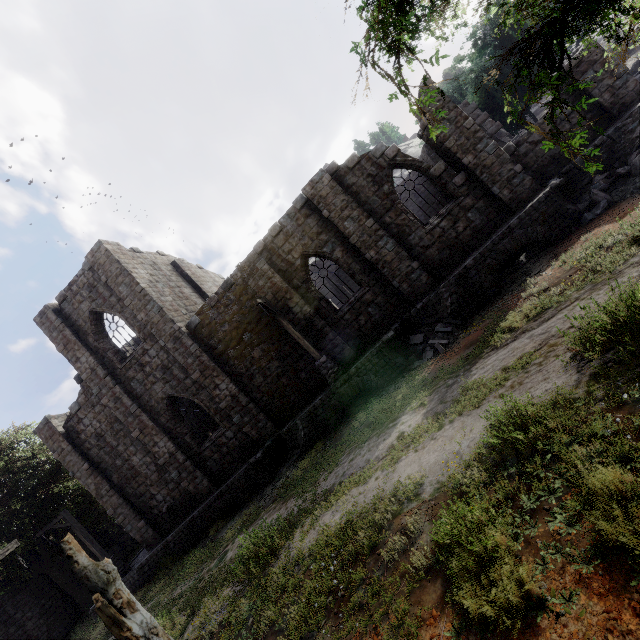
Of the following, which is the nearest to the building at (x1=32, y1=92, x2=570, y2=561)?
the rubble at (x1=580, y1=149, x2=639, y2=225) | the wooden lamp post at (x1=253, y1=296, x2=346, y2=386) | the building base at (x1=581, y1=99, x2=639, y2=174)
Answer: the building base at (x1=581, y1=99, x2=639, y2=174)

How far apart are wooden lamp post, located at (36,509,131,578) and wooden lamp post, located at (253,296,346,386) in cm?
1549

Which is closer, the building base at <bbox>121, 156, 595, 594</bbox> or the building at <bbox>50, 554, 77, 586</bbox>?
the building base at <bbox>121, 156, 595, 594</bbox>

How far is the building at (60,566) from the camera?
22.9 meters

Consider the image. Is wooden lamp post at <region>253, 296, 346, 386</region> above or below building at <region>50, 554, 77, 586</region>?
below

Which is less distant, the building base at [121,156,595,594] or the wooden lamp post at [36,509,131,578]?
the building base at [121,156,595,594]

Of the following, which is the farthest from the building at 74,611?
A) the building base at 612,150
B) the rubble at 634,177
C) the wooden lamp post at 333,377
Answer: the rubble at 634,177

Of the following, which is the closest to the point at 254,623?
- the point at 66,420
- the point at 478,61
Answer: the point at 66,420
